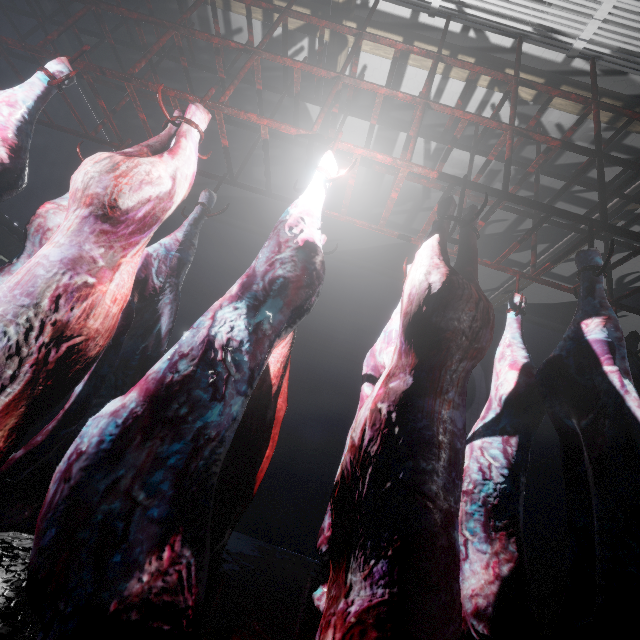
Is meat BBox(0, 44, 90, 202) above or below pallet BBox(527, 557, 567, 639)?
above

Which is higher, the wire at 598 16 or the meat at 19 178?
the wire at 598 16

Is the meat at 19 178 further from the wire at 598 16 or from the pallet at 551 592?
the pallet at 551 592

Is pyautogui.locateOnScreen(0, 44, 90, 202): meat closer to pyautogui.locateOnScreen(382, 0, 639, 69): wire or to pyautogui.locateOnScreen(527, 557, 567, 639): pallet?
pyautogui.locateOnScreen(382, 0, 639, 69): wire

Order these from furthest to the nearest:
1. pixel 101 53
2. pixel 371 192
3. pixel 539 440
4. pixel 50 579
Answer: pixel 539 440, pixel 371 192, pixel 101 53, pixel 50 579

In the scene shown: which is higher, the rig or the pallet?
the rig

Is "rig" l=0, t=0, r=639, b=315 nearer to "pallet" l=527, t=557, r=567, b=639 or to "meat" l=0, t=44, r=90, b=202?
"meat" l=0, t=44, r=90, b=202
